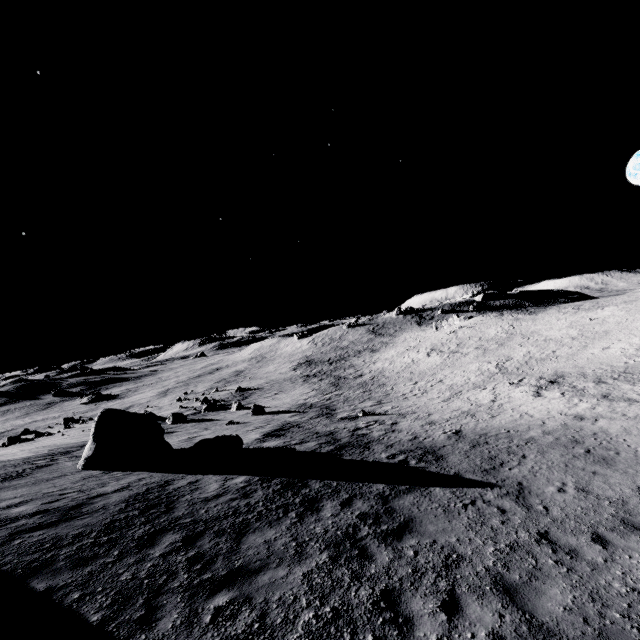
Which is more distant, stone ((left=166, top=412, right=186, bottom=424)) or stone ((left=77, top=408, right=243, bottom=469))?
stone ((left=166, top=412, right=186, bottom=424))

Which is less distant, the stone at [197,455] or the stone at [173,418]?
the stone at [197,455]

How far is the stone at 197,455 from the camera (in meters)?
14.28

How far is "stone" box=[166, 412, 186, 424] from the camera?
32.19m

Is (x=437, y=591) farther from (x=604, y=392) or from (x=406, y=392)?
(x=406, y=392)

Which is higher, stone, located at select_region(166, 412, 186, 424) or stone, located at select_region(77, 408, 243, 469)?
stone, located at select_region(77, 408, 243, 469)

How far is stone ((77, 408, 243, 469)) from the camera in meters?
14.3
